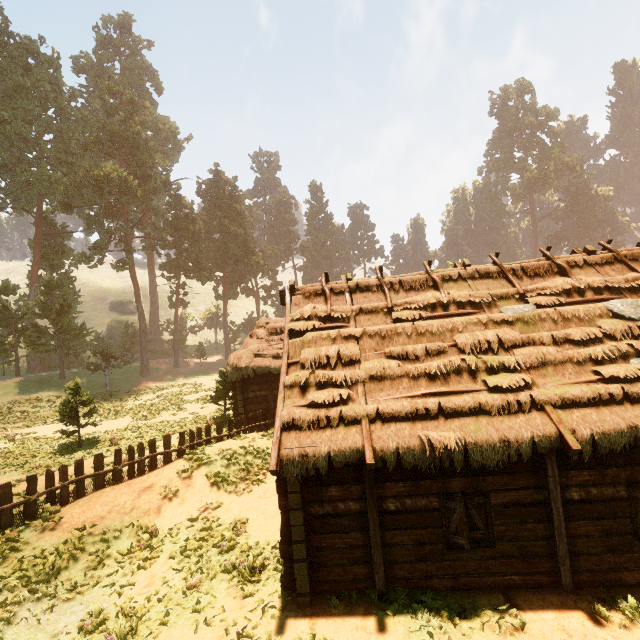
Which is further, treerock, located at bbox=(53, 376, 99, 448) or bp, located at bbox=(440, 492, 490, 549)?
treerock, located at bbox=(53, 376, 99, 448)

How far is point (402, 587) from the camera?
7.3m

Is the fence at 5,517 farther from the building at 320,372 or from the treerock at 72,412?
the treerock at 72,412

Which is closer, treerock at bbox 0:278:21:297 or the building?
the building

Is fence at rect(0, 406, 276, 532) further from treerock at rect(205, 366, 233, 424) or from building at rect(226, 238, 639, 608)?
treerock at rect(205, 366, 233, 424)

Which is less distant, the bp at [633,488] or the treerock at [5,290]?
the bp at [633,488]

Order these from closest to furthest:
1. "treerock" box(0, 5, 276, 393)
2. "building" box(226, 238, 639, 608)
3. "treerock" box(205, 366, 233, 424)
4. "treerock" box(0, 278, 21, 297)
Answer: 1. "building" box(226, 238, 639, 608)
2. "treerock" box(205, 366, 233, 424)
3. "treerock" box(0, 5, 276, 393)
4. "treerock" box(0, 278, 21, 297)

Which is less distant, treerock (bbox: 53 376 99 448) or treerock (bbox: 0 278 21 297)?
treerock (bbox: 53 376 99 448)
